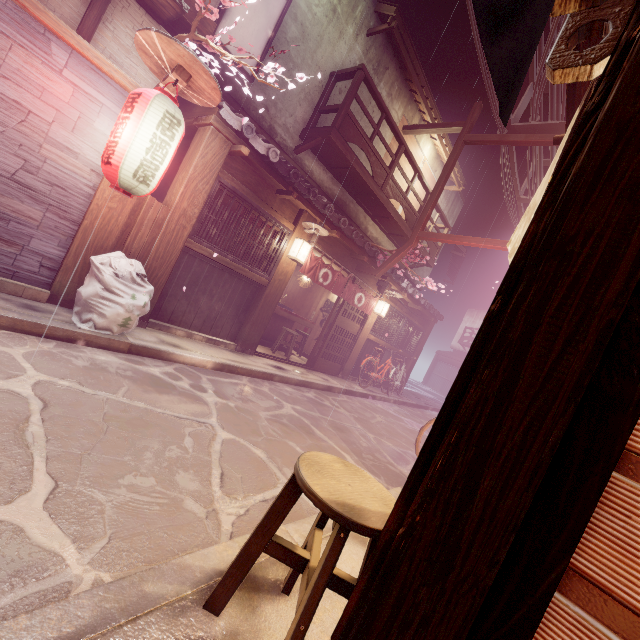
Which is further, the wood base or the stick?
the stick

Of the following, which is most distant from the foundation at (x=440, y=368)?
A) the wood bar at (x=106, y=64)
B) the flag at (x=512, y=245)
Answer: the flag at (x=512, y=245)

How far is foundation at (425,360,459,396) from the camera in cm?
4997

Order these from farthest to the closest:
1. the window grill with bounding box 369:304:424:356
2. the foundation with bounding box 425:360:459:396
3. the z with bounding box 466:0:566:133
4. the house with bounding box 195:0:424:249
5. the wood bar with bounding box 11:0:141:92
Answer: the foundation with bounding box 425:360:459:396
the window grill with bounding box 369:304:424:356
the house with bounding box 195:0:424:249
the z with bounding box 466:0:566:133
the wood bar with bounding box 11:0:141:92

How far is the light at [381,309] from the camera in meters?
17.3 m

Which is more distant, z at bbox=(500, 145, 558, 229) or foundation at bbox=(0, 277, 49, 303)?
z at bbox=(500, 145, 558, 229)

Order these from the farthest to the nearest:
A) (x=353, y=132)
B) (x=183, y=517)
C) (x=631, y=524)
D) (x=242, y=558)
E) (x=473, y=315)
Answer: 1. (x=473, y=315)
2. (x=353, y=132)
3. (x=183, y=517)
4. (x=242, y=558)
5. (x=631, y=524)

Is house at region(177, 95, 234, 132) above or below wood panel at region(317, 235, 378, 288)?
above
